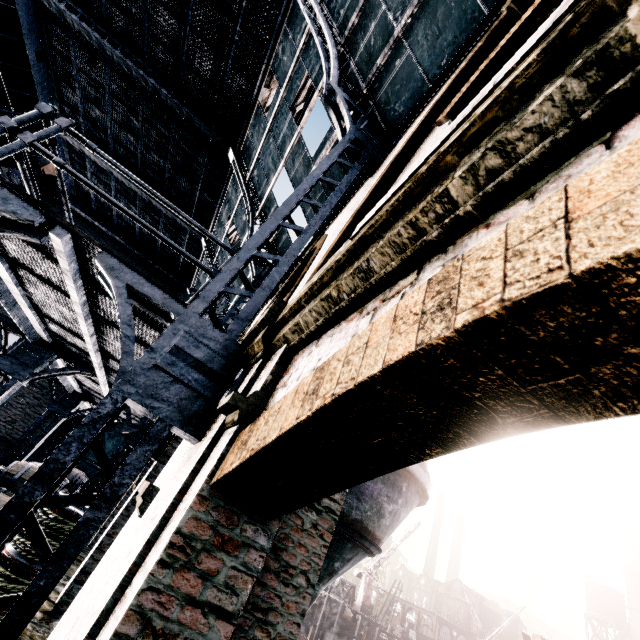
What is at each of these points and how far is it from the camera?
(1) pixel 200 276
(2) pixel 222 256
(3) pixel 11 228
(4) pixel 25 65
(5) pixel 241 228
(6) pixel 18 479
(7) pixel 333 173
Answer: (1) building, 20.4 meters
(2) building, 16.5 meters
(3) truss, 3.2 meters
(4) building, 13.8 meters
(5) building, 14.0 meters
(6) wooden barrel, 8.1 meters
(7) building, 8.6 meters

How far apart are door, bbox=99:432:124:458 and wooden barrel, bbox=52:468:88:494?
2.5 meters

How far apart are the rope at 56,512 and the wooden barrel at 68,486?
9.9m

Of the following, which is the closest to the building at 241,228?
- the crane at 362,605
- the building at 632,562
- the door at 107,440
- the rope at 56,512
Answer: the door at 107,440

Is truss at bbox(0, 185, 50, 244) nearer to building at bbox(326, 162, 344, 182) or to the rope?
building at bbox(326, 162, 344, 182)

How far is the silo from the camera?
6.36m

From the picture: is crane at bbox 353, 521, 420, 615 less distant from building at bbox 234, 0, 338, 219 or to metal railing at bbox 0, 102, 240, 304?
building at bbox 234, 0, 338, 219

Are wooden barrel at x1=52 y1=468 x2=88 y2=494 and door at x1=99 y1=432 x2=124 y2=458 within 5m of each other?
yes
